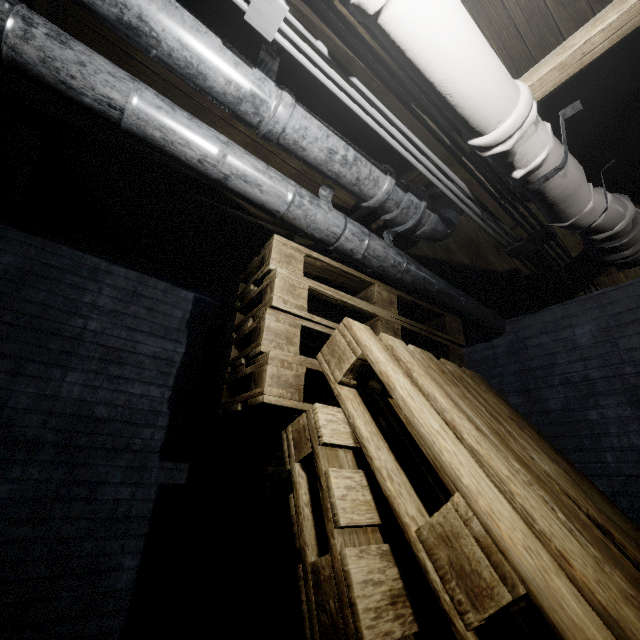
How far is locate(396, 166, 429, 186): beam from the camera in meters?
1.8 m

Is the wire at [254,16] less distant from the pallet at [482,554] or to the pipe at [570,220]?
the pipe at [570,220]

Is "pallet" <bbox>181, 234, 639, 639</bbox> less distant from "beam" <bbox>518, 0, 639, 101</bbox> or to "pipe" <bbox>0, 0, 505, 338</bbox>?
"pipe" <bbox>0, 0, 505, 338</bbox>

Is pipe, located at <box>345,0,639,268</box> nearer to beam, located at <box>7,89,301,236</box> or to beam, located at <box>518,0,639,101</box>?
beam, located at <box>518,0,639,101</box>

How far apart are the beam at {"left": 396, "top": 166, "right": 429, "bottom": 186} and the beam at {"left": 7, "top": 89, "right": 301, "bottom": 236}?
0.1 meters

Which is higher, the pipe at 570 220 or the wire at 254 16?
the wire at 254 16

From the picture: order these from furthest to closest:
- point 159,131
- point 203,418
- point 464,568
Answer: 1. point 203,418
2. point 159,131
3. point 464,568

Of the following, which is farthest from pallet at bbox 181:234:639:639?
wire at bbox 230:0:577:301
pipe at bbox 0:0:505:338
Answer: wire at bbox 230:0:577:301
